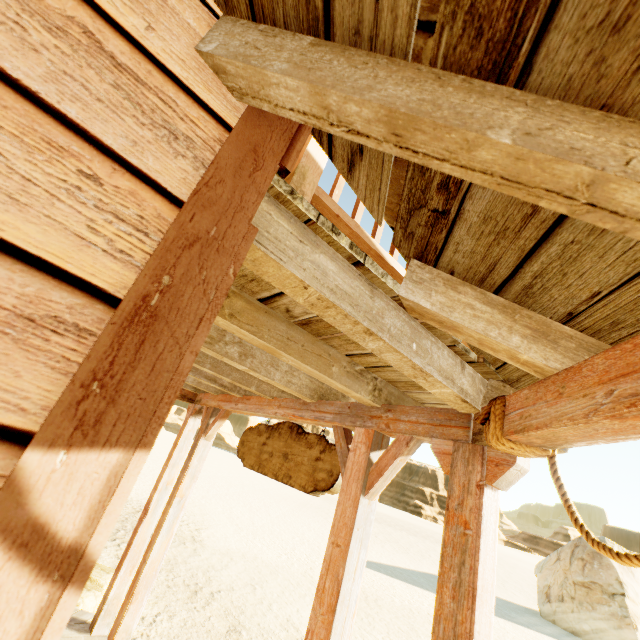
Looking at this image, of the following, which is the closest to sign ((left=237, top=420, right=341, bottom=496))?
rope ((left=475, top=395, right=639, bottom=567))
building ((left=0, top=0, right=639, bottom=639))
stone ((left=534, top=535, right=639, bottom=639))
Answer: building ((left=0, top=0, right=639, bottom=639))

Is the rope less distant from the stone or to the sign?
the sign

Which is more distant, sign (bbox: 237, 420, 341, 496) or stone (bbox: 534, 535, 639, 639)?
stone (bbox: 534, 535, 639, 639)

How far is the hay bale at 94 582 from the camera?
4.2 meters

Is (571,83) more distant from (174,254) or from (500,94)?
(174,254)

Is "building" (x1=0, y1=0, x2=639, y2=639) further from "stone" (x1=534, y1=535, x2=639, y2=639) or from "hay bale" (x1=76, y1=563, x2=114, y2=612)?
"stone" (x1=534, y1=535, x2=639, y2=639)

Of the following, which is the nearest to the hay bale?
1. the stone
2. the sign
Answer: the sign

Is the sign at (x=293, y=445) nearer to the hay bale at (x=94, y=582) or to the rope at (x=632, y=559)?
the rope at (x=632, y=559)
